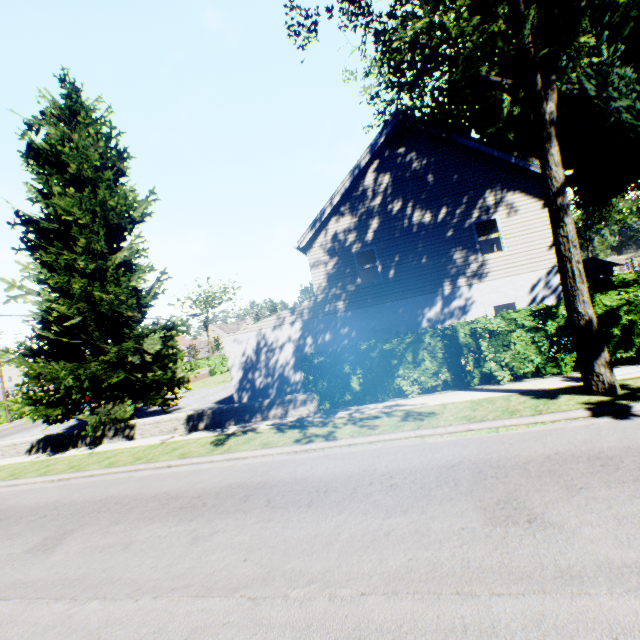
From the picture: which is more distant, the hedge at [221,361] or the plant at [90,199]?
the hedge at [221,361]

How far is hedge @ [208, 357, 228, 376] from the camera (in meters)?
38.88

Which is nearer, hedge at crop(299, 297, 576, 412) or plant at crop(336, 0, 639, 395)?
plant at crop(336, 0, 639, 395)

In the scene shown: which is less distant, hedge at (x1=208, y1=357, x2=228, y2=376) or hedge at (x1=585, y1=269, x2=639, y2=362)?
hedge at (x1=585, y1=269, x2=639, y2=362)

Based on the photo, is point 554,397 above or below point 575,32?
below

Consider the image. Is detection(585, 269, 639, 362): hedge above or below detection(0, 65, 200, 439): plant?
below

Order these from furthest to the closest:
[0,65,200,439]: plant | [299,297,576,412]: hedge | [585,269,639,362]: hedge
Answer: [0,65,200,439]: plant
[299,297,576,412]: hedge
[585,269,639,362]: hedge
